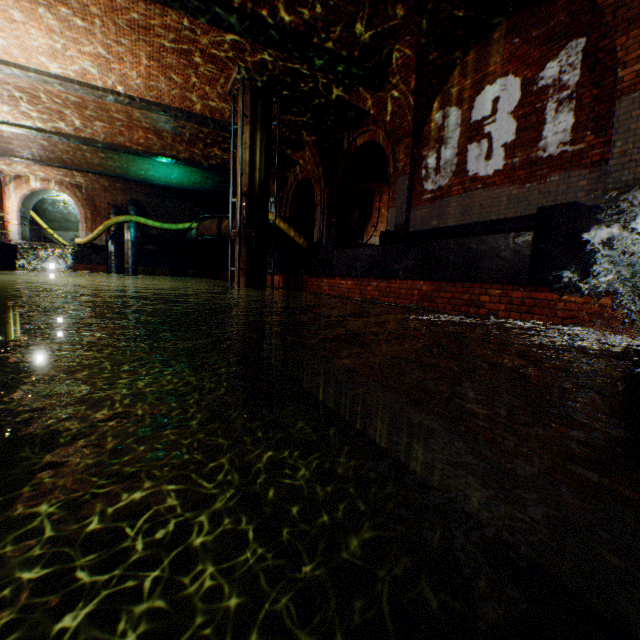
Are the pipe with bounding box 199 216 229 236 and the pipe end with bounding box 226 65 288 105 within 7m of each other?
yes

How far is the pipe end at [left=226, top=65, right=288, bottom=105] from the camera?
8.71m

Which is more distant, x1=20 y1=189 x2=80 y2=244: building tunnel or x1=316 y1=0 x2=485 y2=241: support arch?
x1=20 y1=189 x2=80 y2=244: building tunnel

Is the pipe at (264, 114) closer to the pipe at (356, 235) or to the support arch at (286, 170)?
the support arch at (286, 170)

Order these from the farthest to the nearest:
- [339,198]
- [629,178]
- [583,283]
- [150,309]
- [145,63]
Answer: [150,309]
[339,198]
[145,63]
[629,178]
[583,283]

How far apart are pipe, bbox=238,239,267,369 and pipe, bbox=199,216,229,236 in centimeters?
544cm

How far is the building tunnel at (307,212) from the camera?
17.65m

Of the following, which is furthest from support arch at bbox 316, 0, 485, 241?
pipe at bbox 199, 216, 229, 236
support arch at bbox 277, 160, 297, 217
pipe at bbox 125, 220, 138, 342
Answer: pipe at bbox 125, 220, 138, 342
